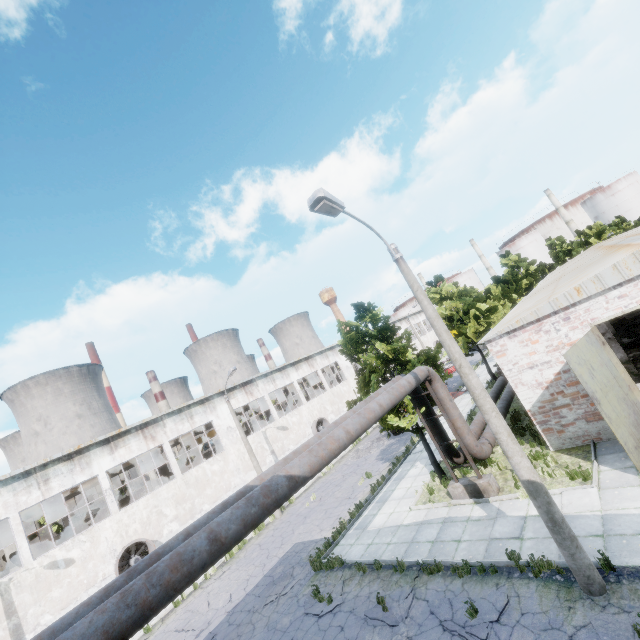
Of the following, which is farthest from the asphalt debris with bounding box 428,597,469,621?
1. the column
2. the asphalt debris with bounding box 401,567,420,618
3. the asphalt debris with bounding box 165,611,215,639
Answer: the column

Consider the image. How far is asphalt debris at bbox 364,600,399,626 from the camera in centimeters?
872cm

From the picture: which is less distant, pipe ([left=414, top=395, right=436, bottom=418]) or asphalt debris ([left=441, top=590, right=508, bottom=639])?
asphalt debris ([left=441, top=590, right=508, bottom=639])

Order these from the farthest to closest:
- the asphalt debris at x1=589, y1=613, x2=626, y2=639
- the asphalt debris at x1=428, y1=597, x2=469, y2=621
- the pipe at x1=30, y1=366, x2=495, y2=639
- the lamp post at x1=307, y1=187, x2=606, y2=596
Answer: the asphalt debris at x1=428, y1=597, x2=469, y2=621 → the lamp post at x1=307, y1=187, x2=606, y2=596 → the asphalt debris at x1=589, y1=613, x2=626, y2=639 → the pipe at x1=30, y1=366, x2=495, y2=639

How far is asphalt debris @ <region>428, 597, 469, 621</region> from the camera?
7.96m

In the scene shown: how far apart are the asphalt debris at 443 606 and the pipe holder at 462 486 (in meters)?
4.30

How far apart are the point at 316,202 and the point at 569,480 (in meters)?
12.13

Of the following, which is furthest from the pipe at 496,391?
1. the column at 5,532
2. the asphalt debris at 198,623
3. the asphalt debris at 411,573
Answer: the column at 5,532
